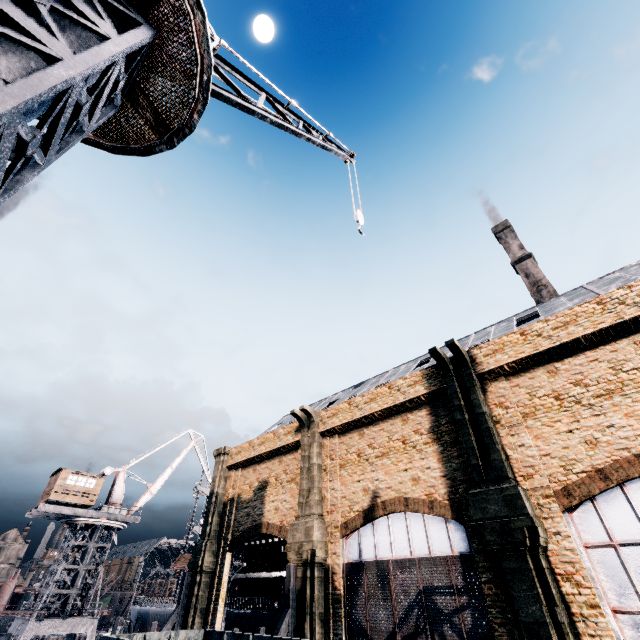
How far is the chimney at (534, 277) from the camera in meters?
50.3 m

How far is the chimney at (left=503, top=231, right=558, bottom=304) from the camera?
50.3 meters

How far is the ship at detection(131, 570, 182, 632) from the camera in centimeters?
3938cm

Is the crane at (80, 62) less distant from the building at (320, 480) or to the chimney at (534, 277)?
the building at (320, 480)

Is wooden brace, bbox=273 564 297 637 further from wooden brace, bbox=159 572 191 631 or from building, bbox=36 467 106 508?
building, bbox=36 467 106 508

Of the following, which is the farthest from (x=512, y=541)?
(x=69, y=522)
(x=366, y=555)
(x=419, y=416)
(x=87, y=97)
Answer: (x=69, y=522)

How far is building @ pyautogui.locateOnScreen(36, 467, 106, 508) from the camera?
35.34m

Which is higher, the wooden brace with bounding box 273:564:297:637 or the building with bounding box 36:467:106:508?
the building with bounding box 36:467:106:508
